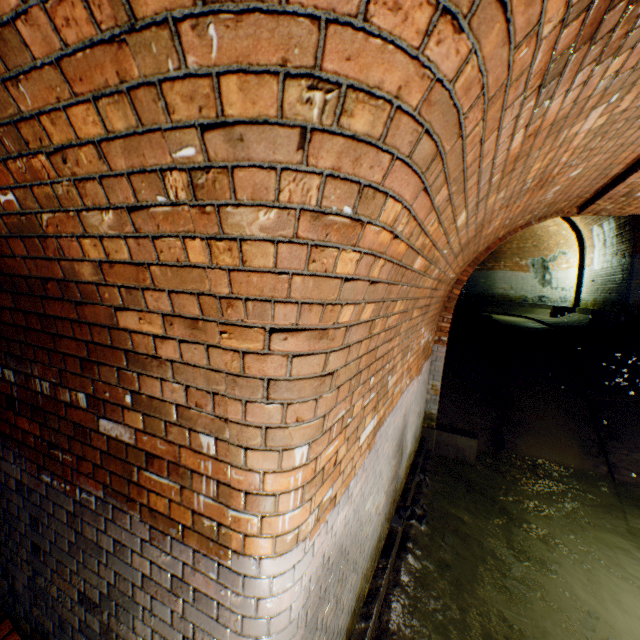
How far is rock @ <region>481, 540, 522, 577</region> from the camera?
3.8 meters

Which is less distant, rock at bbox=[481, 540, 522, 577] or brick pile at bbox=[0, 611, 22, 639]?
brick pile at bbox=[0, 611, 22, 639]

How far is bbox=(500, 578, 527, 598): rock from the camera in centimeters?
356cm

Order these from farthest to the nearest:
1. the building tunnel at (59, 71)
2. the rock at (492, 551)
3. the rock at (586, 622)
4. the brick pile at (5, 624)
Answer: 1. the rock at (492, 551)
2. the rock at (586, 622)
3. the brick pile at (5, 624)
4. the building tunnel at (59, 71)

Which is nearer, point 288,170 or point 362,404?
point 288,170

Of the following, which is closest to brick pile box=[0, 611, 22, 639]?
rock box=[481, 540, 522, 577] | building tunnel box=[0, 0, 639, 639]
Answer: building tunnel box=[0, 0, 639, 639]

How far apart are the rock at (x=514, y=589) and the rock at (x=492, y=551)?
0.1 meters

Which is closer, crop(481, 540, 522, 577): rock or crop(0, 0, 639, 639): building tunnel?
crop(0, 0, 639, 639): building tunnel
